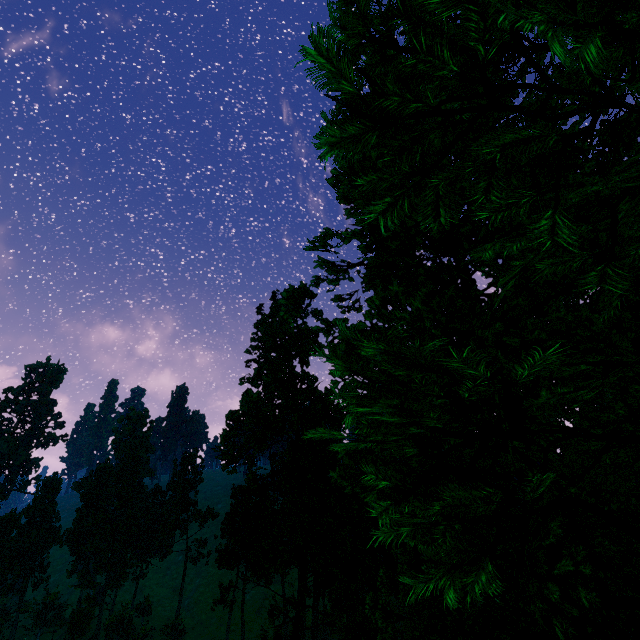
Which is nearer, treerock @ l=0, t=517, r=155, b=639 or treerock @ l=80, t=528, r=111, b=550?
treerock @ l=0, t=517, r=155, b=639

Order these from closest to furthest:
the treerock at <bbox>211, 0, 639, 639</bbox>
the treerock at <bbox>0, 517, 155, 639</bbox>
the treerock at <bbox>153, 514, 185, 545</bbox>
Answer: the treerock at <bbox>211, 0, 639, 639</bbox> → the treerock at <bbox>0, 517, 155, 639</bbox> → the treerock at <bbox>153, 514, 185, 545</bbox>

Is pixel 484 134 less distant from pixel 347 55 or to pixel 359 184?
pixel 359 184

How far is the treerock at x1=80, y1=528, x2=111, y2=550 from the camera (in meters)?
58.41

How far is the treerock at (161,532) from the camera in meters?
57.9

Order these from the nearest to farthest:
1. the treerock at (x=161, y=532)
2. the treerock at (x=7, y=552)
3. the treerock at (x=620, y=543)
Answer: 1. the treerock at (x=620, y=543)
2. the treerock at (x=7, y=552)
3. the treerock at (x=161, y=532)
